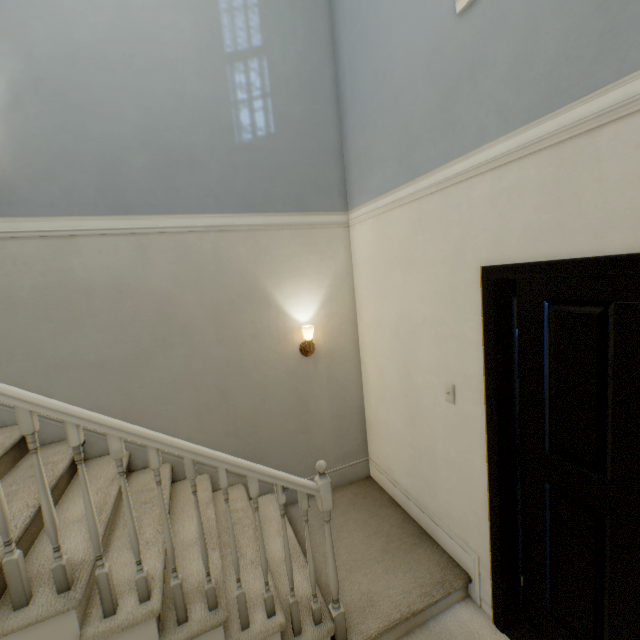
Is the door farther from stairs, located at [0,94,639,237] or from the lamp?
the lamp

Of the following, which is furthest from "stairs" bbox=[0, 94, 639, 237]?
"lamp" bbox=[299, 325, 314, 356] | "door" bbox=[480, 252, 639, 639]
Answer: "lamp" bbox=[299, 325, 314, 356]

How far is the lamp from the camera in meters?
2.7 m

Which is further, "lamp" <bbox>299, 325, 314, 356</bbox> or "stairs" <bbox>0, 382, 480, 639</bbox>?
"lamp" <bbox>299, 325, 314, 356</bbox>

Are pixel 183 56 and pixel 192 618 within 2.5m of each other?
no

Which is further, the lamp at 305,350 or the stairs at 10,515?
the lamp at 305,350
